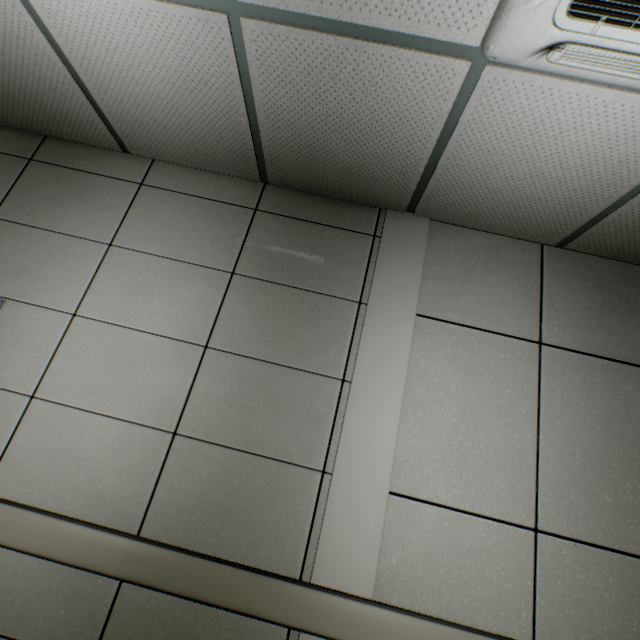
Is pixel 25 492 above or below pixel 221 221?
below
